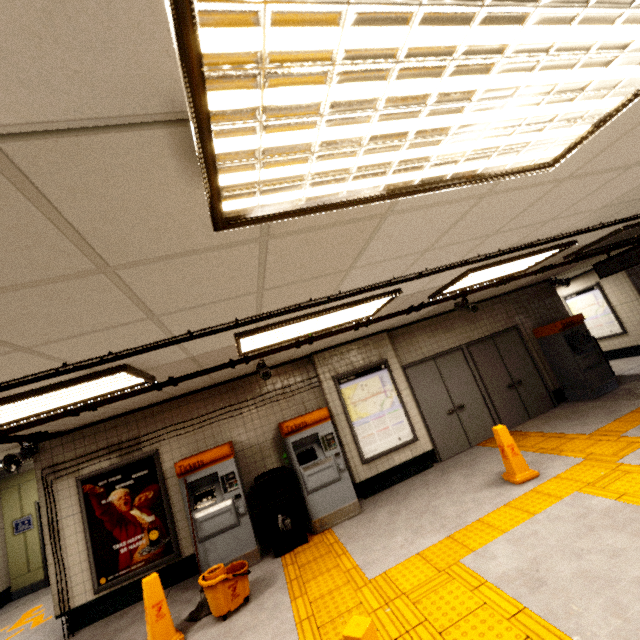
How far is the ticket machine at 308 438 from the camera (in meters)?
5.46

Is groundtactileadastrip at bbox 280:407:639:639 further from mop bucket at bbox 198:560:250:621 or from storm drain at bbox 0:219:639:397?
storm drain at bbox 0:219:639:397

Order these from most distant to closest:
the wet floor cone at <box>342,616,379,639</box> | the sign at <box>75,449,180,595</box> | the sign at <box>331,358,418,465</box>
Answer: the sign at <box>331,358,418,465</box>, the sign at <box>75,449,180,595</box>, the wet floor cone at <box>342,616,379,639</box>

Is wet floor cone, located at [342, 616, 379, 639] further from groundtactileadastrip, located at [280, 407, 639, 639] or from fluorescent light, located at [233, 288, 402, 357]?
fluorescent light, located at [233, 288, 402, 357]

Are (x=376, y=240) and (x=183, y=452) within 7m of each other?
yes

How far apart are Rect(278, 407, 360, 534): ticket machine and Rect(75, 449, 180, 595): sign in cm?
214

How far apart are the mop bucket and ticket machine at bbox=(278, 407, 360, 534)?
1.3 meters

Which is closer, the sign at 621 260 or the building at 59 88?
the building at 59 88
